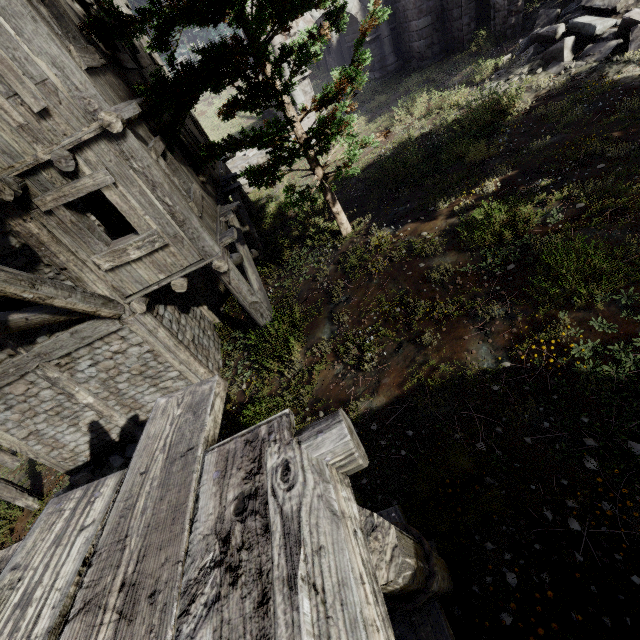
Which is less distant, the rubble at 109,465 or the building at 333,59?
the rubble at 109,465

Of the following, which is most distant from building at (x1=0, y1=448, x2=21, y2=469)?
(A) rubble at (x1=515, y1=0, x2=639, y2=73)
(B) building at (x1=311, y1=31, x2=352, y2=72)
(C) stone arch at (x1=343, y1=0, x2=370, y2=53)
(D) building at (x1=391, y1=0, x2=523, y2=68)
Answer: (B) building at (x1=311, y1=31, x2=352, y2=72)

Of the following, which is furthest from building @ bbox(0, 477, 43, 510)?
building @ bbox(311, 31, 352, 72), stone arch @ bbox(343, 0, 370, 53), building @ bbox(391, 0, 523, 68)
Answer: building @ bbox(311, 31, 352, 72)

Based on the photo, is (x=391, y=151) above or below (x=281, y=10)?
below

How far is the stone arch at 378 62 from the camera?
16.89m

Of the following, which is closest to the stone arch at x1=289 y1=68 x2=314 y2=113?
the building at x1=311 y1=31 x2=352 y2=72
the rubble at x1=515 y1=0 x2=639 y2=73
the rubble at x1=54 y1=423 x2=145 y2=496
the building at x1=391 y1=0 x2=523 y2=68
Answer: the building at x1=391 y1=0 x2=523 y2=68

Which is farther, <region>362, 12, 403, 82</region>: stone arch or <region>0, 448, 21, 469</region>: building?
<region>362, 12, 403, 82</region>: stone arch

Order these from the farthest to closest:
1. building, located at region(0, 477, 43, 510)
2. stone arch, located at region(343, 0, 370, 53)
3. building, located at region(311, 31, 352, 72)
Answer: building, located at region(311, 31, 352, 72) → stone arch, located at region(343, 0, 370, 53) → building, located at region(0, 477, 43, 510)
